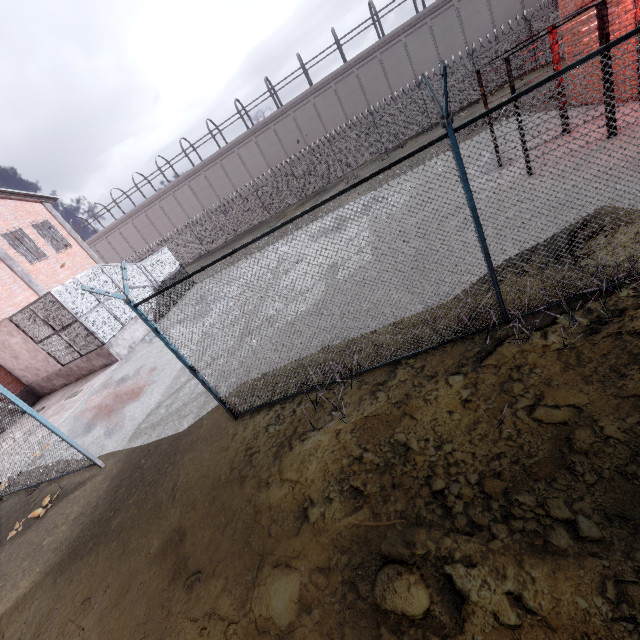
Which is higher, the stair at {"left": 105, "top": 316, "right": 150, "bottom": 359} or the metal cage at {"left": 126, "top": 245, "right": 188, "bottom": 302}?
the metal cage at {"left": 126, "top": 245, "right": 188, "bottom": 302}

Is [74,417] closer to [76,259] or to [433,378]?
[433,378]

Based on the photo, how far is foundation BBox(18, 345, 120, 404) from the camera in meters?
14.9 m

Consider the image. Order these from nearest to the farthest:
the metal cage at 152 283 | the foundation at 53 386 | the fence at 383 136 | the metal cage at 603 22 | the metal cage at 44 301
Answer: the fence at 383 136
the metal cage at 603 22
the metal cage at 44 301
the foundation at 53 386
the metal cage at 152 283

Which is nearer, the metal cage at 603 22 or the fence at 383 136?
the fence at 383 136

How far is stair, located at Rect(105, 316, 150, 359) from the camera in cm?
1499

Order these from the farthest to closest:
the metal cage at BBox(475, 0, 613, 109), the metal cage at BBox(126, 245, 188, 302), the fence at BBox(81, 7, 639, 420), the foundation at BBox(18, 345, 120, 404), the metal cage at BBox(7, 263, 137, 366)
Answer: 1. the metal cage at BBox(126, 245, 188, 302)
2. the foundation at BBox(18, 345, 120, 404)
3. the metal cage at BBox(7, 263, 137, 366)
4. the metal cage at BBox(475, 0, 613, 109)
5. the fence at BBox(81, 7, 639, 420)

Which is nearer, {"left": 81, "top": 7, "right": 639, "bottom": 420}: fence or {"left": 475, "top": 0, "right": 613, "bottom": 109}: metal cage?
{"left": 81, "top": 7, "right": 639, "bottom": 420}: fence
